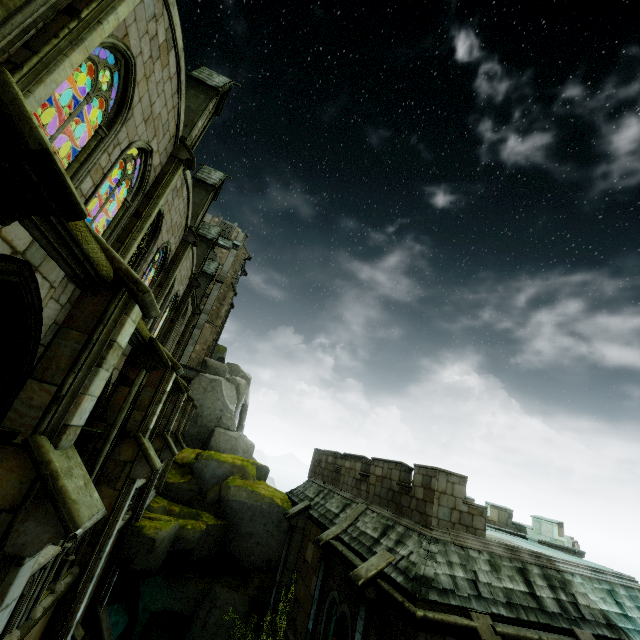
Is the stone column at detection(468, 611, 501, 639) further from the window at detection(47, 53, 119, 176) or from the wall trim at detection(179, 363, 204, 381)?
the wall trim at detection(179, 363, 204, 381)

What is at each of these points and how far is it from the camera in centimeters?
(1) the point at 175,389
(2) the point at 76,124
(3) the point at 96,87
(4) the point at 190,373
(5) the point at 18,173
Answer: (1) stone column, 1263cm
(2) building, 1155cm
(3) window, 750cm
(4) wall trim, 2934cm
(5) stone column, 188cm

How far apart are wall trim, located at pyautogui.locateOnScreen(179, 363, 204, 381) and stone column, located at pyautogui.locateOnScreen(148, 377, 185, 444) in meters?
16.9

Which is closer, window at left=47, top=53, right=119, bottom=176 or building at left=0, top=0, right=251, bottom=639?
building at left=0, top=0, right=251, bottom=639

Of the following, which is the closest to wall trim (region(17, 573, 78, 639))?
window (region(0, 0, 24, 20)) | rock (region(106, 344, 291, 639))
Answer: rock (region(106, 344, 291, 639))

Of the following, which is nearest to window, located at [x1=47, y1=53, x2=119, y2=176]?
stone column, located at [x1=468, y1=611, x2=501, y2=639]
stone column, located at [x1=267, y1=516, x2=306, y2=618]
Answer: stone column, located at [x1=267, y1=516, x2=306, y2=618]

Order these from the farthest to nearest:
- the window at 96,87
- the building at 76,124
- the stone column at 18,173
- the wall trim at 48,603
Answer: the building at 76,124, the window at 96,87, the wall trim at 48,603, the stone column at 18,173

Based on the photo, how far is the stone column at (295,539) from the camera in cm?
1583
